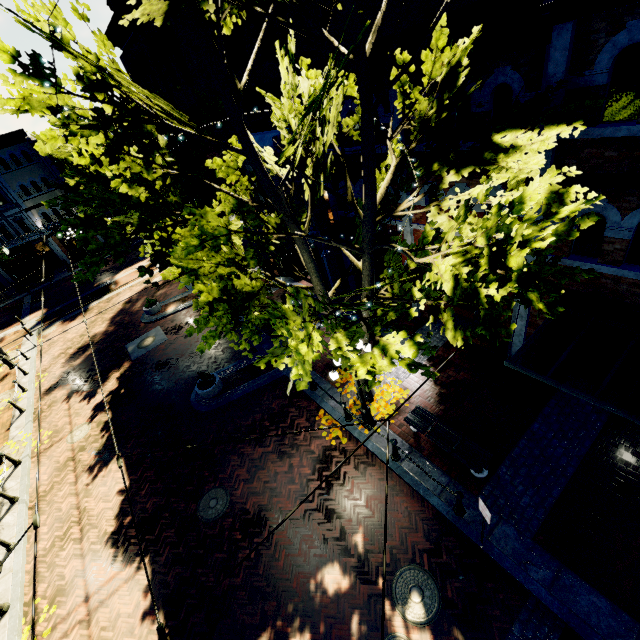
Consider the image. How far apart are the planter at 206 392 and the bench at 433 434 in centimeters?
752cm

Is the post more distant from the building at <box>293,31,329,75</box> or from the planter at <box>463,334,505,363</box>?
the building at <box>293,31,329,75</box>

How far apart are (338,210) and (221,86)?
8.69m

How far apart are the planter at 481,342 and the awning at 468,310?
2.2m

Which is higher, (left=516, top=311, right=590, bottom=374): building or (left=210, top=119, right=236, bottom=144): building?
(left=210, top=119, right=236, bottom=144): building

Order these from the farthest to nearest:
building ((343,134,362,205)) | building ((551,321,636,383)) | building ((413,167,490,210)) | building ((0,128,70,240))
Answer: building ((0,128,70,240)) < building ((343,134,362,205)) < building ((413,167,490,210)) < building ((551,321,636,383))

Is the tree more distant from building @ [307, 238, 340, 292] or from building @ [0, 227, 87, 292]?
building @ [307, 238, 340, 292]

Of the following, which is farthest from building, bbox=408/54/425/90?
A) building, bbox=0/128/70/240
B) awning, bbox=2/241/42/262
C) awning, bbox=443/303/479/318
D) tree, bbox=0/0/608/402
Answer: awning, bbox=2/241/42/262
